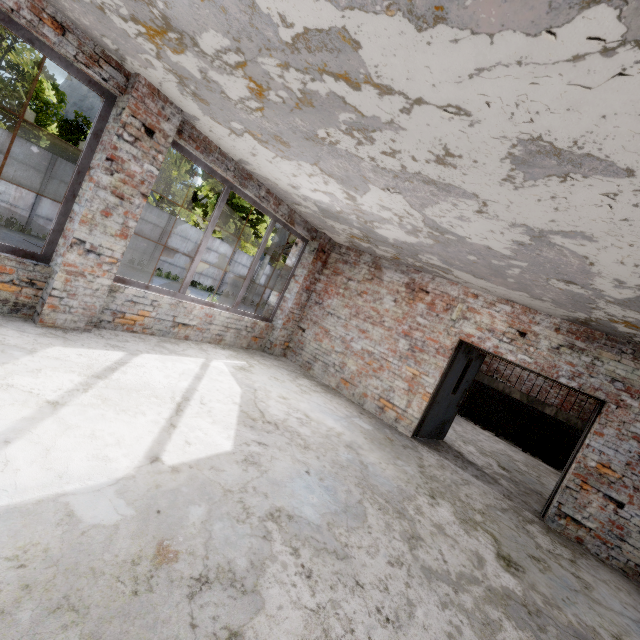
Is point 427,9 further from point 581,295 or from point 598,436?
point 598,436

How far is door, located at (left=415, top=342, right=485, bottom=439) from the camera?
6.60m

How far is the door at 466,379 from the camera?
6.6m
